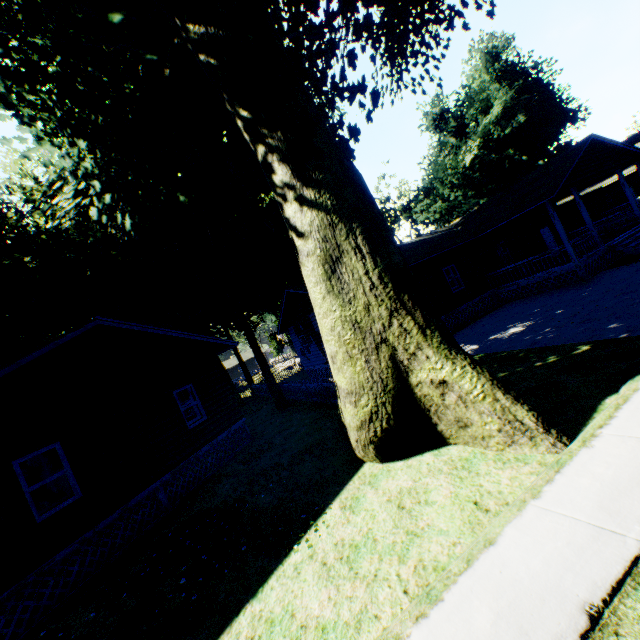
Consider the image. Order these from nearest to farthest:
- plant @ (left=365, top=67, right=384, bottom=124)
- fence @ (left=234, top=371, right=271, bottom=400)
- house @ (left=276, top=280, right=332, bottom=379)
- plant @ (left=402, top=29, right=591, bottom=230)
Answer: plant @ (left=365, top=67, right=384, bottom=124), house @ (left=276, top=280, right=332, bottom=379), fence @ (left=234, top=371, right=271, bottom=400), plant @ (left=402, top=29, right=591, bottom=230)

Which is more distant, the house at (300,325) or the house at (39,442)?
the house at (300,325)

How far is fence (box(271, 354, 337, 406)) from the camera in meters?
13.9 m

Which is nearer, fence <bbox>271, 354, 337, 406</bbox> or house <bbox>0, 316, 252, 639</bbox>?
house <bbox>0, 316, 252, 639</bbox>

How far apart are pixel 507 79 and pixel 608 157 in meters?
31.3

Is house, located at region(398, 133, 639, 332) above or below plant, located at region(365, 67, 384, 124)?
below

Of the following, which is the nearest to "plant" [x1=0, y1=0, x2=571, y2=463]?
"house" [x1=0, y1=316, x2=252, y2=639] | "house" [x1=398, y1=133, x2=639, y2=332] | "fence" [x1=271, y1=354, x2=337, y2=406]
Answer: "fence" [x1=271, y1=354, x2=337, y2=406]

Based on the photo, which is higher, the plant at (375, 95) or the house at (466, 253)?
the plant at (375, 95)
